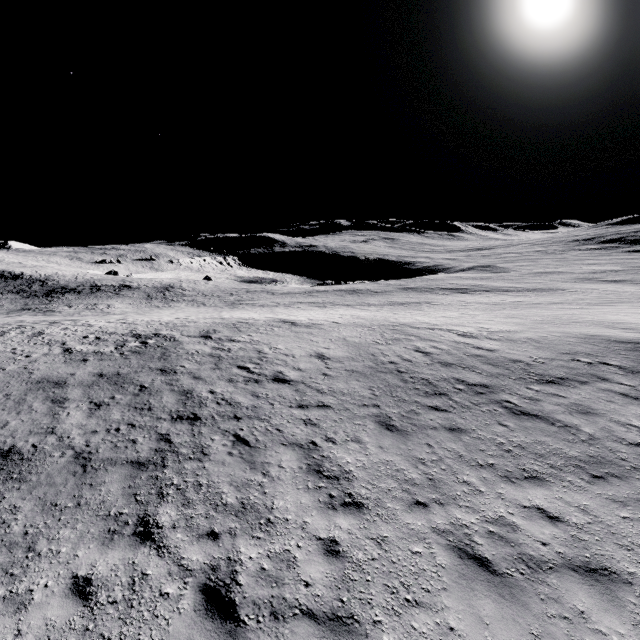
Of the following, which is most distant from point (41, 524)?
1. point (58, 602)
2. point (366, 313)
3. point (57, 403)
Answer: point (366, 313)
